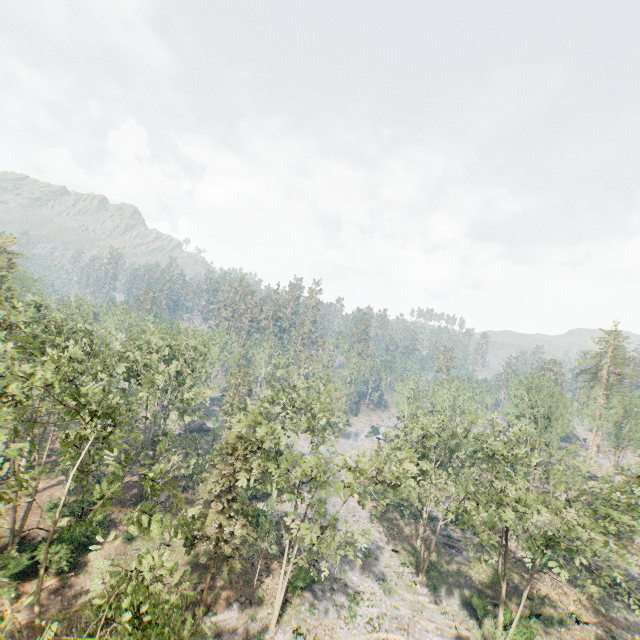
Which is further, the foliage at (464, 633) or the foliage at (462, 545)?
the foliage at (464, 633)

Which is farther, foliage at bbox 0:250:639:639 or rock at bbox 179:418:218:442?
rock at bbox 179:418:218:442

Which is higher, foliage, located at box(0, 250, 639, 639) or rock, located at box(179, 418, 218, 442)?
foliage, located at box(0, 250, 639, 639)

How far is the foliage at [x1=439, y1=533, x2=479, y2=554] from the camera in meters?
25.0 m

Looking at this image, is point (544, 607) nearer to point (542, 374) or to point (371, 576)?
point (371, 576)

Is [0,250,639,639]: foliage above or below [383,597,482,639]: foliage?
above
